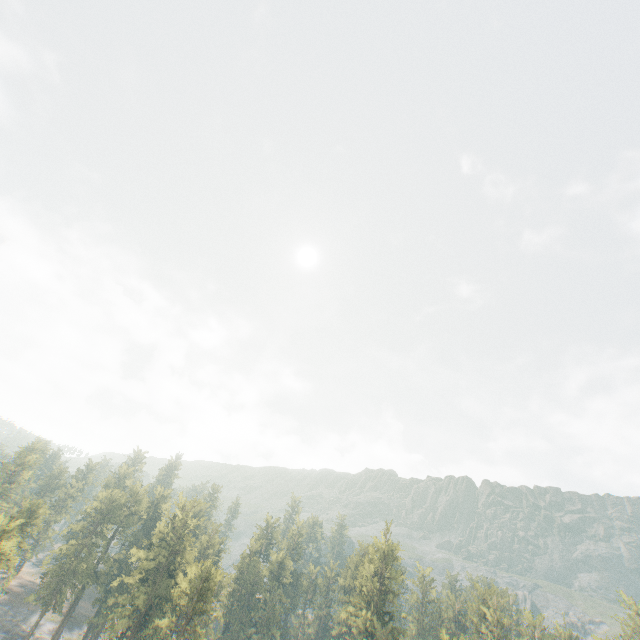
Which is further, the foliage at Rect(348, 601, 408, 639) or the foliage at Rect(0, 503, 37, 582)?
the foliage at Rect(348, 601, 408, 639)

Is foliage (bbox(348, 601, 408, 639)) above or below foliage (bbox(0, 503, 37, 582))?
above

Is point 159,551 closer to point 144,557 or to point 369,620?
point 144,557

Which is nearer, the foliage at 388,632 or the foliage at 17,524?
the foliage at 17,524

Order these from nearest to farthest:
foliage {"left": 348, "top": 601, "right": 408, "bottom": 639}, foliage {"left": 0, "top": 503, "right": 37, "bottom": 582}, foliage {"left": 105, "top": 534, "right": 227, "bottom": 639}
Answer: foliage {"left": 0, "top": 503, "right": 37, "bottom": 582} → foliage {"left": 105, "top": 534, "right": 227, "bottom": 639} → foliage {"left": 348, "top": 601, "right": 408, "bottom": 639}
